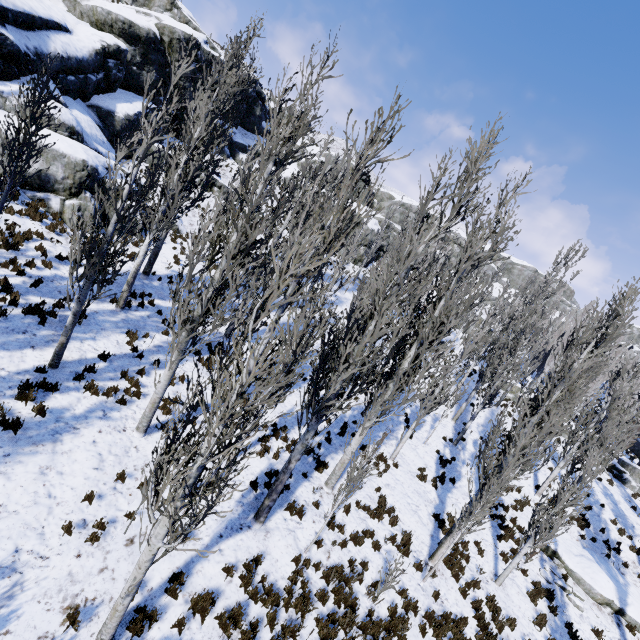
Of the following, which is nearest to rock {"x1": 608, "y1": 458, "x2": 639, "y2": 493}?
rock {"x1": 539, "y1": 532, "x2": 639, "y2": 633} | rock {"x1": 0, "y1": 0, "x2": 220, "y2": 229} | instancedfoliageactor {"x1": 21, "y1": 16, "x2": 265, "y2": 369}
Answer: instancedfoliageactor {"x1": 21, "y1": 16, "x2": 265, "y2": 369}

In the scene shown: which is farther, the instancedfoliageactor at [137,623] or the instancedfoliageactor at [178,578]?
the instancedfoliageactor at [178,578]

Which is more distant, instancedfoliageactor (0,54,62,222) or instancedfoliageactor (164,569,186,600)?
instancedfoliageactor (0,54,62,222)

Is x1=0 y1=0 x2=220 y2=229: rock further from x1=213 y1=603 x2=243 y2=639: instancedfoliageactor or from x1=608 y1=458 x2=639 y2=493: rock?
x1=608 y1=458 x2=639 y2=493: rock

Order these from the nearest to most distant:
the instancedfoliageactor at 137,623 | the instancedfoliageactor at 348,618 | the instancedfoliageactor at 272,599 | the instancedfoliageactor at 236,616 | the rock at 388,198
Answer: the instancedfoliageactor at 137,623
the instancedfoliageactor at 236,616
the instancedfoliageactor at 272,599
the instancedfoliageactor at 348,618
the rock at 388,198

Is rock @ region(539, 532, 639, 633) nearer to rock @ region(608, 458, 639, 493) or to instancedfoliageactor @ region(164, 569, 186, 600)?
instancedfoliageactor @ region(164, 569, 186, 600)

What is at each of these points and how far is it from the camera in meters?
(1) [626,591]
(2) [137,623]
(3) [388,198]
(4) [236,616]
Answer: (1) rock, 13.5 m
(2) instancedfoliageactor, 5.9 m
(3) rock, 52.4 m
(4) instancedfoliageactor, 6.6 m
